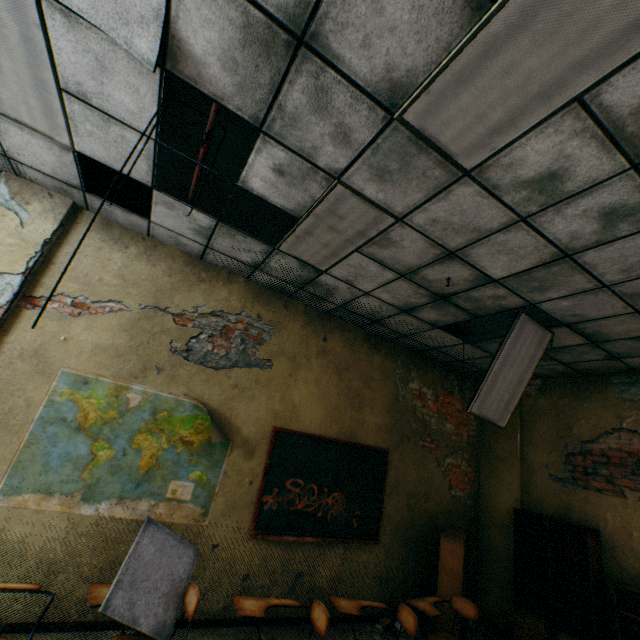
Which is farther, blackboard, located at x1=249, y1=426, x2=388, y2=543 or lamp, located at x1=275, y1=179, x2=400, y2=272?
blackboard, located at x1=249, y1=426, x2=388, y2=543

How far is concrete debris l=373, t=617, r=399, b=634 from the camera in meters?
4.3 m

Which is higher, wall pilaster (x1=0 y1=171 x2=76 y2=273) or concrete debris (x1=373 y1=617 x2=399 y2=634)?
wall pilaster (x1=0 y1=171 x2=76 y2=273)

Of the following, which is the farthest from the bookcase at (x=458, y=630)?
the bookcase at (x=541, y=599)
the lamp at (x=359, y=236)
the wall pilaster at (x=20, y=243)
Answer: the wall pilaster at (x=20, y=243)

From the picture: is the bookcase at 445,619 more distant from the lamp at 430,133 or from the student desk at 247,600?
the lamp at 430,133

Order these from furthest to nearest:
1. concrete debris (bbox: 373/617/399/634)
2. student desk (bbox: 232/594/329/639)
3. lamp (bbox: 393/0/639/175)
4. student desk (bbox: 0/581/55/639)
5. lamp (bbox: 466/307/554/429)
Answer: concrete debris (bbox: 373/617/399/634) → lamp (bbox: 466/307/554/429) → student desk (bbox: 232/594/329/639) → student desk (bbox: 0/581/55/639) → lamp (bbox: 393/0/639/175)

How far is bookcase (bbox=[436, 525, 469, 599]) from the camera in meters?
4.1

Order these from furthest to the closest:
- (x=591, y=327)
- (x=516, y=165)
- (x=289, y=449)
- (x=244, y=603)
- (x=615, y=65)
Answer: (x=289, y=449) < (x=591, y=327) < (x=244, y=603) < (x=516, y=165) < (x=615, y=65)
